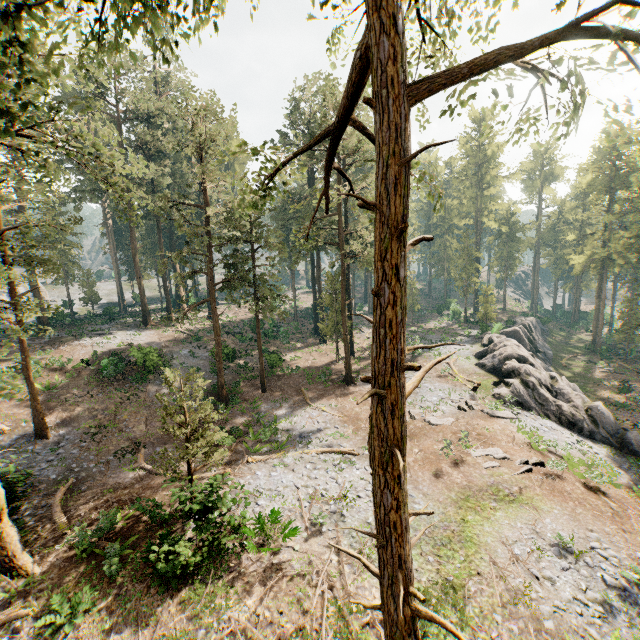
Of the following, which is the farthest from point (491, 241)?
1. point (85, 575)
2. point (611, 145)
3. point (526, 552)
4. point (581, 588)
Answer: point (85, 575)

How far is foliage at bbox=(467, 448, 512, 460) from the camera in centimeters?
1794cm

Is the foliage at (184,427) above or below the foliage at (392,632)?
below

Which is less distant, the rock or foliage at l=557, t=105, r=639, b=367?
the rock

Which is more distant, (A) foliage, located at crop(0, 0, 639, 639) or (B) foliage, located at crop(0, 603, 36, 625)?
(B) foliage, located at crop(0, 603, 36, 625)
